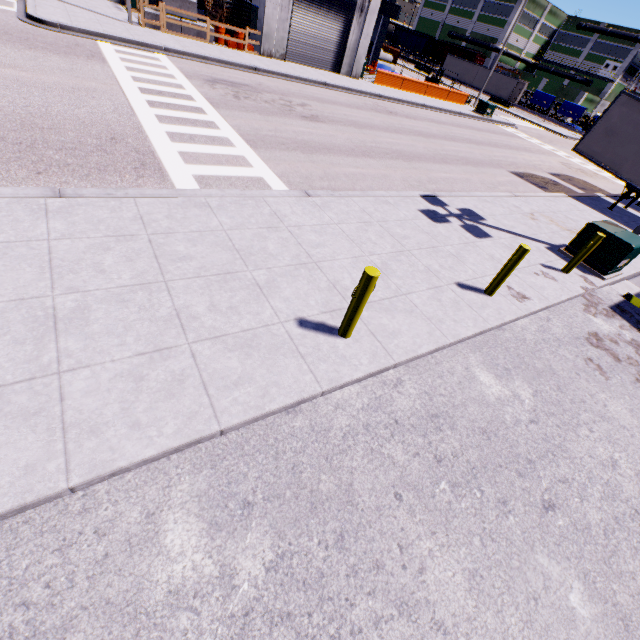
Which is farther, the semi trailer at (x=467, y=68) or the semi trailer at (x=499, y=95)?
the semi trailer at (x=467, y=68)

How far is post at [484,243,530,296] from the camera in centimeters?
609cm

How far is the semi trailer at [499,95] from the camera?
47.4 meters

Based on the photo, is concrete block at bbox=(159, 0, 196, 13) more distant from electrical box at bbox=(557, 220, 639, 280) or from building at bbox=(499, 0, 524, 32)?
electrical box at bbox=(557, 220, 639, 280)

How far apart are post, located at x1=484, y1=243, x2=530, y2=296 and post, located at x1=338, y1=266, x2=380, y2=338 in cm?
351

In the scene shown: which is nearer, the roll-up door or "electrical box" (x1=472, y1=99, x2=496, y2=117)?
the roll-up door

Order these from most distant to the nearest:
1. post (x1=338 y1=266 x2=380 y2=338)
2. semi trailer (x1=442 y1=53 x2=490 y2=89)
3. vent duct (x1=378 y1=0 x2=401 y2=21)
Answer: semi trailer (x1=442 y1=53 x2=490 y2=89), vent duct (x1=378 y1=0 x2=401 y2=21), post (x1=338 y1=266 x2=380 y2=338)

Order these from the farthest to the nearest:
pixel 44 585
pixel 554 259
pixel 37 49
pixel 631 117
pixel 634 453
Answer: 1. pixel 631 117
2. pixel 37 49
3. pixel 554 259
4. pixel 634 453
5. pixel 44 585
